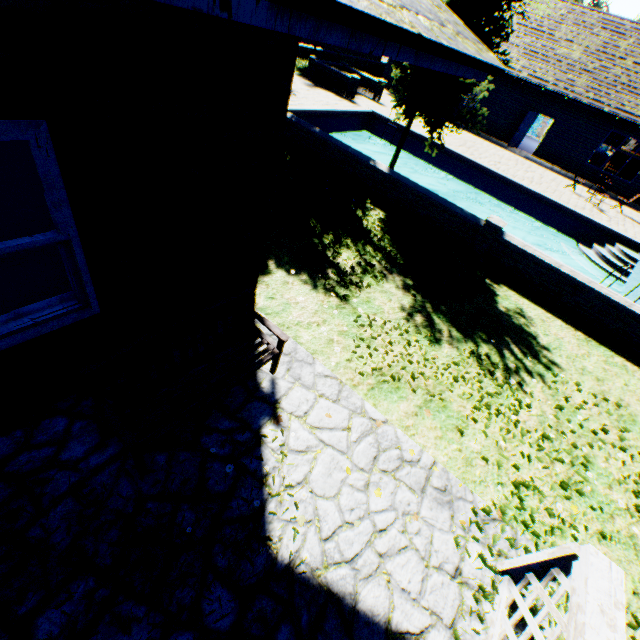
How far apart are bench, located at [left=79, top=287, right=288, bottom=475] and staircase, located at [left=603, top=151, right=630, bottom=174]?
31.7 meters

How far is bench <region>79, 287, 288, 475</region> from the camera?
2.63m

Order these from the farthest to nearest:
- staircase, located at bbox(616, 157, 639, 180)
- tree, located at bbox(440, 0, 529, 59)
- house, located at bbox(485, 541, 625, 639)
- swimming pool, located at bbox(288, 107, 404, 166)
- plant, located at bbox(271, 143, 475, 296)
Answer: staircase, located at bbox(616, 157, 639, 180), swimming pool, located at bbox(288, 107, 404, 166), plant, located at bbox(271, 143, 475, 296), tree, located at bbox(440, 0, 529, 59), house, located at bbox(485, 541, 625, 639)

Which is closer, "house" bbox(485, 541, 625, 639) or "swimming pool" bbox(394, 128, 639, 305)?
"house" bbox(485, 541, 625, 639)

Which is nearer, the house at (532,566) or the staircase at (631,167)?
the house at (532,566)

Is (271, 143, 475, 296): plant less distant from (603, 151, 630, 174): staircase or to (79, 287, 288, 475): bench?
(79, 287, 288, 475): bench

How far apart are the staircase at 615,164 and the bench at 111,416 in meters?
31.7 m

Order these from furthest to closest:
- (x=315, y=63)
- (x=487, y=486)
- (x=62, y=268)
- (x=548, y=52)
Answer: (x=548, y=52) < (x=315, y=63) < (x=62, y=268) < (x=487, y=486)
